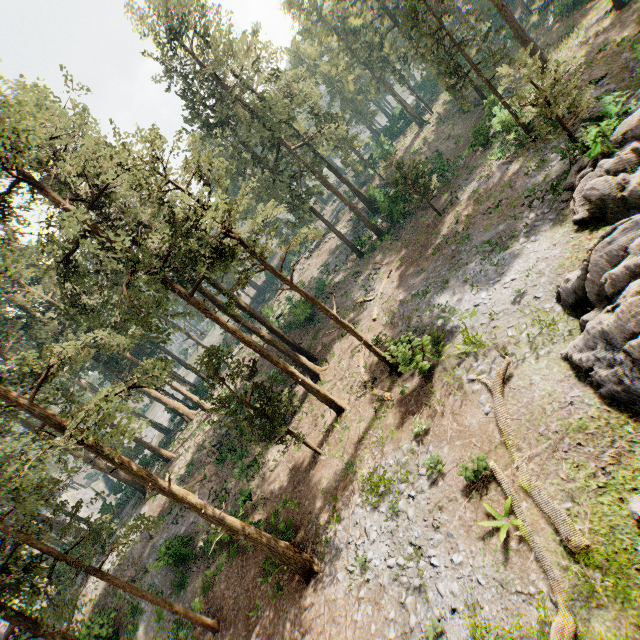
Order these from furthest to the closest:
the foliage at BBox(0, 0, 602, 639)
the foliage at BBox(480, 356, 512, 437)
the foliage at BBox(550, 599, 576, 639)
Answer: the foliage at BBox(0, 0, 602, 639) < the foliage at BBox(480, 356, 512, 437) < the foliage at BBox(550, 599, 576, 639)

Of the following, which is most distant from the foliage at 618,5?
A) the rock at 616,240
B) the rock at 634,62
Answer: the rock at 634,62

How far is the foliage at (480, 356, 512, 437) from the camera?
11.5m

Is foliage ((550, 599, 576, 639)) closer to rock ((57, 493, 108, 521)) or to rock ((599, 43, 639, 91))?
rock ((57, 493, 108, 521))

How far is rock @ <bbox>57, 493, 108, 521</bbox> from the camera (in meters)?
54.81

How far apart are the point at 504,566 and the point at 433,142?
48.54m

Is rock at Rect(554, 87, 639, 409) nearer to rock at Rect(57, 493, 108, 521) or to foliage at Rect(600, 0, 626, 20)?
foliage at Rect(600, 0, 626, 20)

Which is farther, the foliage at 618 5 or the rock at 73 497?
the rock at 73 497
